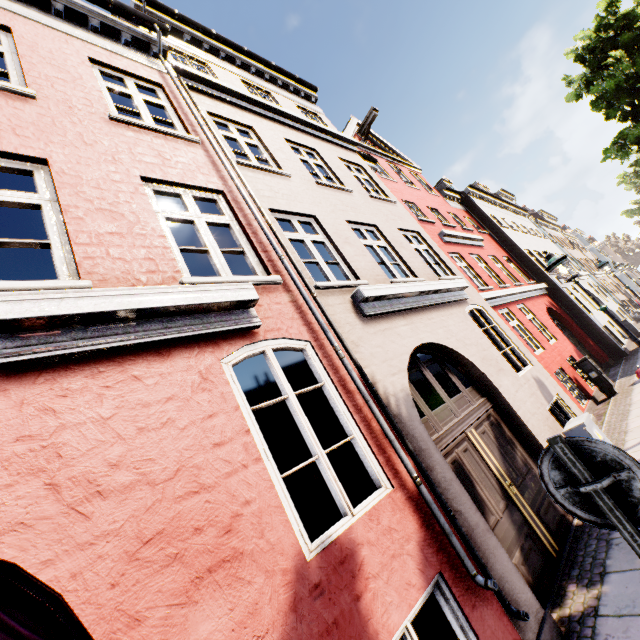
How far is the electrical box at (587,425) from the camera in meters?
5.2

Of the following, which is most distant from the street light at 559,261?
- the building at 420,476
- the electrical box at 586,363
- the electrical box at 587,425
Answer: the electrical box at 586,363

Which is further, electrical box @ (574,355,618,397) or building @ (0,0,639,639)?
electrical box @ (574,355,618,397)

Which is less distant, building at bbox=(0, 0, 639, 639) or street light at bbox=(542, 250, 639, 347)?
building at bbox=(0, 0, 639, 639)

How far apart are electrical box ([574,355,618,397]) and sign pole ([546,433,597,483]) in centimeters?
1052cm

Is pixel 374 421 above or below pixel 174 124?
below

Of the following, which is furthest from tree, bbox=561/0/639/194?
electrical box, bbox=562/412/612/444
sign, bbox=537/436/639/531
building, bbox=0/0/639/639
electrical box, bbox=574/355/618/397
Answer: electrical box, bbox=574/355/618/397

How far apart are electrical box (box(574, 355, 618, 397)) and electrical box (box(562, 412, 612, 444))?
5.8m
